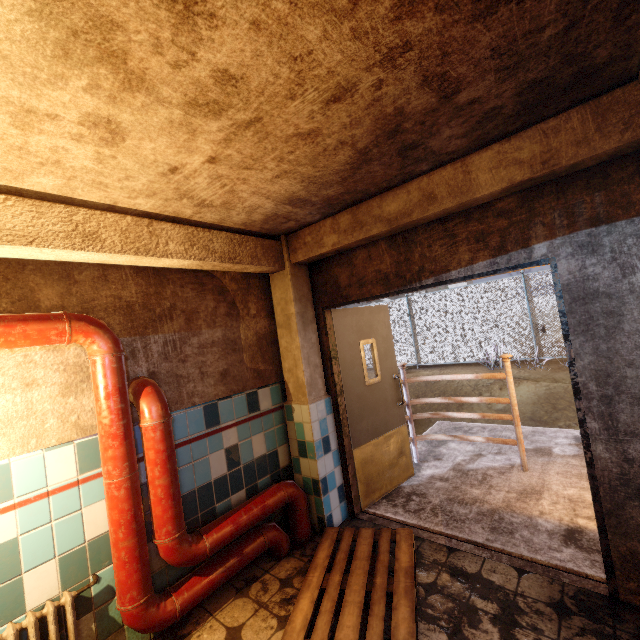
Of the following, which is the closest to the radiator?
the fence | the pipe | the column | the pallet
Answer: the pipe

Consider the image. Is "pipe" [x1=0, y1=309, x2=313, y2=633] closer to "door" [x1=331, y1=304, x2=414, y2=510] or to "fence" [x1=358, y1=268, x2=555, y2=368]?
"door" [x1=331, y1=304, x2=414, y2=510]

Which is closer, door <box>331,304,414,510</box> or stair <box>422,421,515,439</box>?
door <box>331,304,414,510</box>

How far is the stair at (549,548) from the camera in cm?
255

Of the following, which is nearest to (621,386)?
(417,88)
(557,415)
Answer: (417,88)

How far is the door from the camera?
3.5m

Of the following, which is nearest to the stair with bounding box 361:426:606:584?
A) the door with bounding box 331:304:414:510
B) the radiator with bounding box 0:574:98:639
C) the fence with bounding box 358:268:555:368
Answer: the door with bounding box 331:304:414:510

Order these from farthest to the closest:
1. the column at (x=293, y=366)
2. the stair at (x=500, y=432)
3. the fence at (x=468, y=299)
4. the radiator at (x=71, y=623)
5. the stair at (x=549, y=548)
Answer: the fence at (x=468, y=299), the stair at (x=500, y=432), the column at (x=293, y=366), the stair at (x=549, y=548), the radiator at (x=71, y=623)
